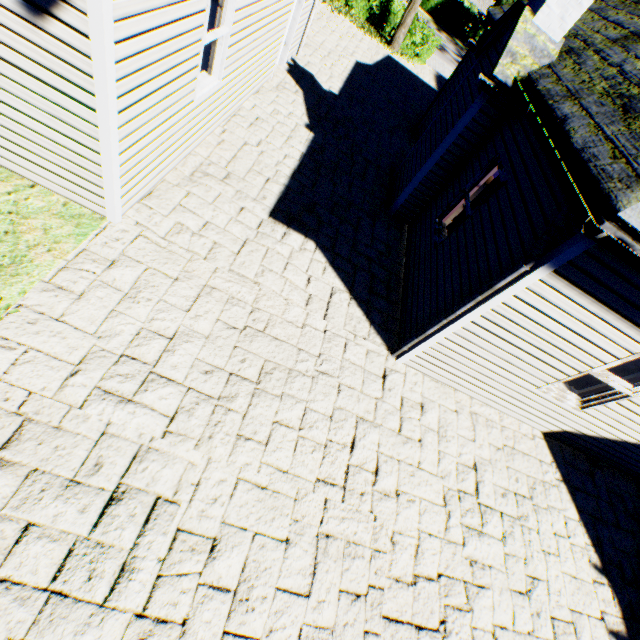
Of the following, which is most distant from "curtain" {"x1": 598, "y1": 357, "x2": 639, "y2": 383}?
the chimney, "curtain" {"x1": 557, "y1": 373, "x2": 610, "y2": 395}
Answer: the chimney

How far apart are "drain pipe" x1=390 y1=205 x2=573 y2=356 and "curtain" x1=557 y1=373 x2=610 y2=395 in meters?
2.2

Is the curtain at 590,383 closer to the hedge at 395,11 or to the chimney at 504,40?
the chimney at 504,40

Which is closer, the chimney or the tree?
the chimney

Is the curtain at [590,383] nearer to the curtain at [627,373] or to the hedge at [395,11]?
the curtain at [627,373]

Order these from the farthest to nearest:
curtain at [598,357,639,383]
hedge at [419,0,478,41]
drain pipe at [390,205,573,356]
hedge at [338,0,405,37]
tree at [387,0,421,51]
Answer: hedge at [419,0,478,41]
hedge at [338,0,405,37]
tree at [387,0,421,51]
curtain at [598,357,639,383]
drain pipe at [390,205,573,356]

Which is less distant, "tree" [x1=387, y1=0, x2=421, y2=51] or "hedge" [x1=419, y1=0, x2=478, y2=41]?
"tree" [x1=387, y1=0, x2=421, y2=51]

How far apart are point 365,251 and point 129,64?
4.7 meters
